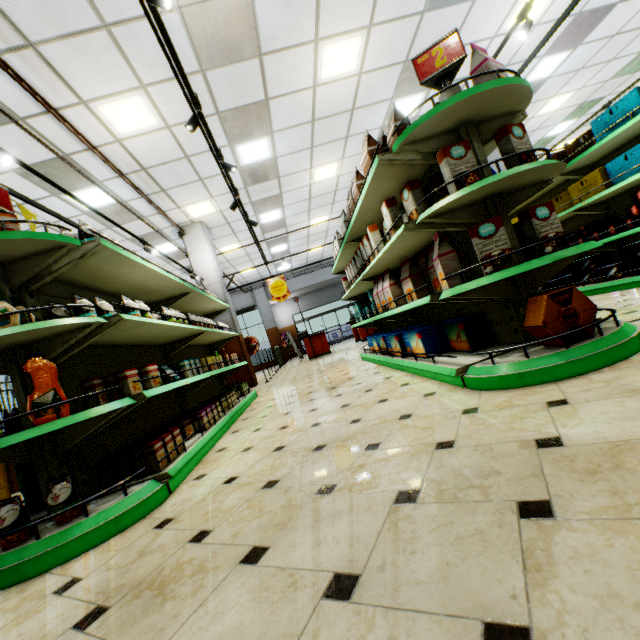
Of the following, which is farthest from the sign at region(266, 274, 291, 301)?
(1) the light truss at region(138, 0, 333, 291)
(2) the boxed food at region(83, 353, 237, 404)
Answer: (2) the boxed food at region(83, 353, 237, 404)

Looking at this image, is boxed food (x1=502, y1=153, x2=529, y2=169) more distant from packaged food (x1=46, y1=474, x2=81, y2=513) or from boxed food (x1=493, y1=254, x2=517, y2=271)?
packaged food (x1=46, y1=474, x2=81, y2=513)

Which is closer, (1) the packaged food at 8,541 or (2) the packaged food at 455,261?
(1) the packaged food at 8,541

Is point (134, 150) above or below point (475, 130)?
above

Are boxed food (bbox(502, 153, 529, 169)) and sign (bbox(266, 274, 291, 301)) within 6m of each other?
no

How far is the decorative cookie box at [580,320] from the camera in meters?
2.0

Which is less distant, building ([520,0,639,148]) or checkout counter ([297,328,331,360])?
building ([520,0,639,148])

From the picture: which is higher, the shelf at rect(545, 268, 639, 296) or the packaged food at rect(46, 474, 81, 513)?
the packaged food at rect(46, 474, 81, 513)
